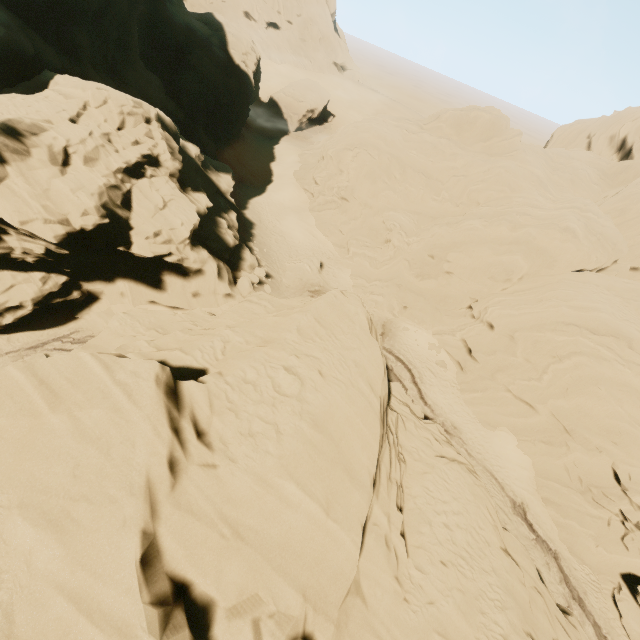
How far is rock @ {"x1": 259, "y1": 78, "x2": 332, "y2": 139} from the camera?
52.5m

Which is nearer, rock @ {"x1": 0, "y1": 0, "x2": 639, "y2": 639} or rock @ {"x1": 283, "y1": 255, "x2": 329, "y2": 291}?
rock @ {"x1": 0, "y1": 0, "x2": 639, "y2": 639}

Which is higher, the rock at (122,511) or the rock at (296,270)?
the rock at (122,511)

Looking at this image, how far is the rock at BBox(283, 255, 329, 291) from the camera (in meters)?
29.88

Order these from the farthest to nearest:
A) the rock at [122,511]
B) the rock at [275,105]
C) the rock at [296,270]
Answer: the rock at [275,105], the rock at [296,270], the rock at [122,511]

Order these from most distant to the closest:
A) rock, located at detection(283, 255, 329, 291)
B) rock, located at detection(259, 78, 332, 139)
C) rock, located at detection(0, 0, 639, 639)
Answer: rock, located at detection(259, 78, 332, 139), rock, located at detection(283, 255, 329, 291), rock, located at detection(0, 0, 639, 639)

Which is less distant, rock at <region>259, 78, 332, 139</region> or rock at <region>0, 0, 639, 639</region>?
rock at <region>0, 0, 639, 639</region>

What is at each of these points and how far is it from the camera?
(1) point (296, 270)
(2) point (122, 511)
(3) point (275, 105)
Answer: (1) rock, 30.3m
(2) rock, 5.8m
(3) rock, 53.1m
